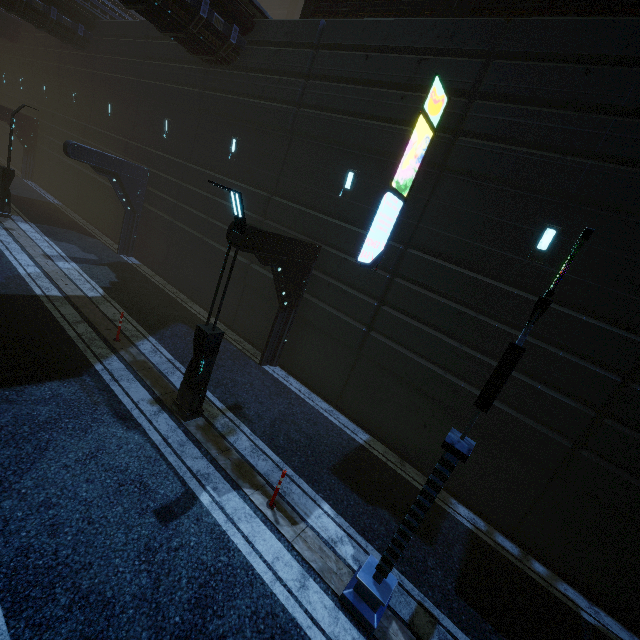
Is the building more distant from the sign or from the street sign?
the street sign

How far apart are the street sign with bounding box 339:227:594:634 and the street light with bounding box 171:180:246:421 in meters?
4.9 m

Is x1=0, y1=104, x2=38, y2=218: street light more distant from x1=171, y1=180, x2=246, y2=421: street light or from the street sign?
the street sign

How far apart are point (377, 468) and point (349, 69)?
12.5m

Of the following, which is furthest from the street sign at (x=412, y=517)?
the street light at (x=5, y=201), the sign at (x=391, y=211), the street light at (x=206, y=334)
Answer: the street light at (x=5, y=201)

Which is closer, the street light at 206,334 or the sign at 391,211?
the street light at 206,334

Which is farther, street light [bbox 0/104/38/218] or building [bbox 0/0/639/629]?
street light [bbox 0/104/38/218]

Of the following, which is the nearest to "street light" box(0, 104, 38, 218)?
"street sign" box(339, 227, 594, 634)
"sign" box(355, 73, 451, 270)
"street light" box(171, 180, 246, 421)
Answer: "street light" box(171, 180, 246, 421)
